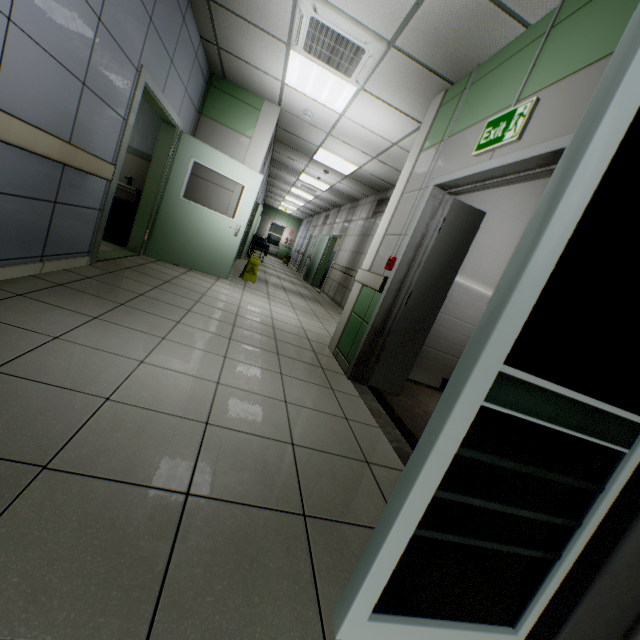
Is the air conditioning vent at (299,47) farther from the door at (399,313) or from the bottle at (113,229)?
the bottle at (113,229)

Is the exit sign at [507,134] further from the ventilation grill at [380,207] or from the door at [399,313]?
the ventilation grill at [380,207]

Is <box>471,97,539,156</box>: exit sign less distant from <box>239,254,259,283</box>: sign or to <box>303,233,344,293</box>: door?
<box>239,254,259,283</box>: sign

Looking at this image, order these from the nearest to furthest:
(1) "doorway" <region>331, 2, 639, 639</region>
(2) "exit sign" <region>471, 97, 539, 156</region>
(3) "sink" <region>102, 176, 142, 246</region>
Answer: (1) "doorway" <region>331, 2, 639, 639</region>, (2) "exit sign" <region>471, 97, 539, 156</region>, (3) "sink" <region>102, 176, 142, 246</region>

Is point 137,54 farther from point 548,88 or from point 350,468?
point 350,468

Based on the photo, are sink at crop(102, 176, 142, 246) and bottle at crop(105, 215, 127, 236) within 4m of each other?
yes

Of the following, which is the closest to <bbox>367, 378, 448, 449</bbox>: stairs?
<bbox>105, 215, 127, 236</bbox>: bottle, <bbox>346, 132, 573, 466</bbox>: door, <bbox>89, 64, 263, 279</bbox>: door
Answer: <bbox>346, 132, 573, 466</bbox>: door

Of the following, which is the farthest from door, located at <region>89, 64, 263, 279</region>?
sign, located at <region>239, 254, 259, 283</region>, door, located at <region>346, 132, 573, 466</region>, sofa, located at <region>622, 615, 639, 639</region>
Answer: sofa, located at <region>622, 615, 639, 639</region>
